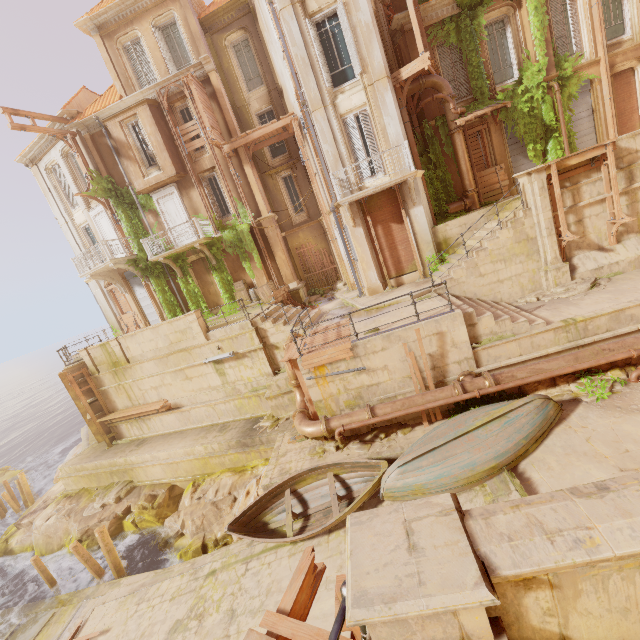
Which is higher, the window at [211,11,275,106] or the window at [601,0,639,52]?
the window at [211,11,275,106]

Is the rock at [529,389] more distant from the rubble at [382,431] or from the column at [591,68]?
the column at [591,68]

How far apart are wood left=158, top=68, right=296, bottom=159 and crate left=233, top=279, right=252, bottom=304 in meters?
6.7

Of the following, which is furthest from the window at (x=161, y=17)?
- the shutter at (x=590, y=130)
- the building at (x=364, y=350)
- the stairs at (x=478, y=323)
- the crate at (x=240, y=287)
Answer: the building at (x=364, y=350)

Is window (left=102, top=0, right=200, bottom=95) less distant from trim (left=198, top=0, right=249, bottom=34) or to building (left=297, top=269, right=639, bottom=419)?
trim (left=198, top=0, right=249, bottom=34)

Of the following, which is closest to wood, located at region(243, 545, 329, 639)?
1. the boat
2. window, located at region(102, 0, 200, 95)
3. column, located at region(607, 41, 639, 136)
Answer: the boat

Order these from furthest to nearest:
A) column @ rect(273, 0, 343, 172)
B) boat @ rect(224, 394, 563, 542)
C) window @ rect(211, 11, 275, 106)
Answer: window @ rect(211, 11, 275, 106)
column @ rect(273, 0, 343, 172)
boat @ rect(224, 394, 563, 542)

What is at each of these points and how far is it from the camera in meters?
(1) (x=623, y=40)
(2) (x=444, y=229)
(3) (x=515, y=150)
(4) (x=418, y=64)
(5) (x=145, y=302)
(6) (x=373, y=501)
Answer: (1) window, 14.8 m
(2) building, 14.2 m
(3) shutter, 15.9 m
(4) wood, 12.8 m
(5) shutter, 21.6 m
(6) walkway, 9.2 m
